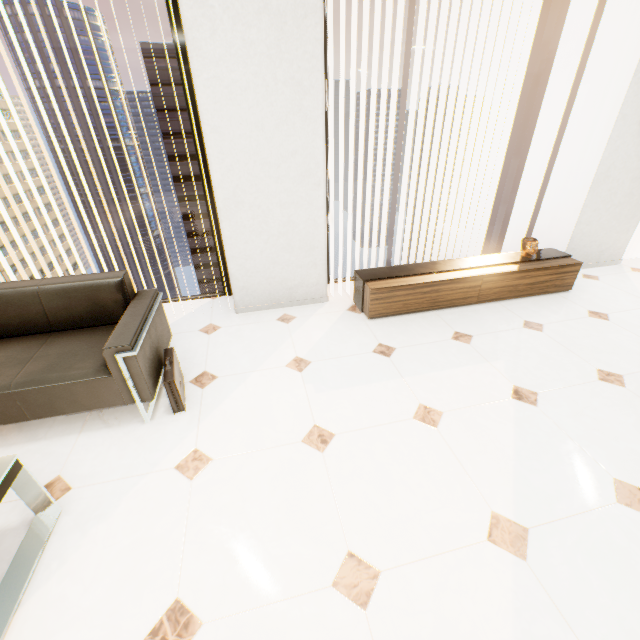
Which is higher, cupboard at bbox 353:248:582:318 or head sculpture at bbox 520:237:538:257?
head sculpture at bbox 520:237:538:257

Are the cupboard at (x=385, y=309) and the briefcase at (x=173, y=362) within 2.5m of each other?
yes

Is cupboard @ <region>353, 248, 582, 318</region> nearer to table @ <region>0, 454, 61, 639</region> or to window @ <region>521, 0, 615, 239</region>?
window @ <region>521, 0, 615, 239</region>

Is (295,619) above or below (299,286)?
below

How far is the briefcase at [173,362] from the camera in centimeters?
209cm

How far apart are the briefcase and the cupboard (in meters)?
1.76

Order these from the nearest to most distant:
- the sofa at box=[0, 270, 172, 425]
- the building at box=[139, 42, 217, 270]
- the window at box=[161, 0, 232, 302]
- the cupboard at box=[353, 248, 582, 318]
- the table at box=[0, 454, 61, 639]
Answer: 1. the table at box=[0, 454, 61, 639]
2. the sofa at box=[0, 270, 172, 425]
3. the window at box=[161, 0, 232, 302]
4. the cupboard at box=[353, 248, 582, 318]
5. the building at box=[139, 42, 217, 270]

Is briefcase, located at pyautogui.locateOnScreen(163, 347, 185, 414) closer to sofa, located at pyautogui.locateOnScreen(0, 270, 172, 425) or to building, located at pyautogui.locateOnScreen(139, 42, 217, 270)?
sofa, located at pyautogui.locateOnScreen(0, 270, 172, 425)
